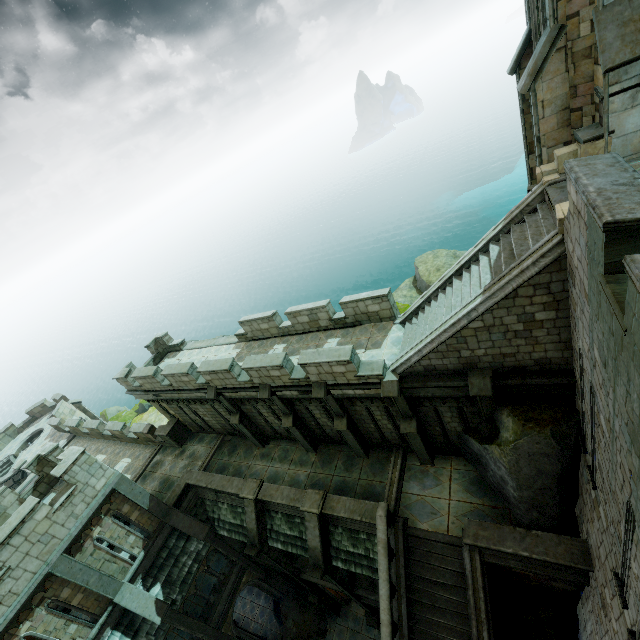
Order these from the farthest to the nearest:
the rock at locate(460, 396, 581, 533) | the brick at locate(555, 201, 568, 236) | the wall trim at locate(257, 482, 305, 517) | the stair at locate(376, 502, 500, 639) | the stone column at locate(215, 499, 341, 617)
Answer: the stone column at locate(215, 499, 341, 617)
the wall trim at locate(257, 482, 305, 517)
the stair at locate(376, 502, 500, 639)
the rock at locate(460, 396, 581, 533)
the brick at locate(555, 201, 568, 236)

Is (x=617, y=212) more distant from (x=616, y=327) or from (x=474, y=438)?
(x=474, y=438)

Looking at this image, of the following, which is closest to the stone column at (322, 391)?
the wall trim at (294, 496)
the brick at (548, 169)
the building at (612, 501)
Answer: the wall trim at (294, 496)

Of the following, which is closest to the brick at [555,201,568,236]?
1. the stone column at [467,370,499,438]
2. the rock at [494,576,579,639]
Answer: the stone column at [467,370,499,438]

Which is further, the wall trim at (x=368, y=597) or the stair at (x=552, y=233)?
the wall trim at (x=368, y=597)

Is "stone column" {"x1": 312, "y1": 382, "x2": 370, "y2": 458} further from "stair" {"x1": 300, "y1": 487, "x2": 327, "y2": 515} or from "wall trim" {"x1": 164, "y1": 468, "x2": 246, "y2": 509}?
"wall trim" {"x1": 164, "y1": 468, "x2": 246, "y2": 509}

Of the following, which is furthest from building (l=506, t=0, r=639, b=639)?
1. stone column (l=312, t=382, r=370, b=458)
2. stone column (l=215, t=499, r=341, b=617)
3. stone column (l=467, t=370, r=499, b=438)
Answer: Result: stone column (l=312, t=382, r=370, b=458)

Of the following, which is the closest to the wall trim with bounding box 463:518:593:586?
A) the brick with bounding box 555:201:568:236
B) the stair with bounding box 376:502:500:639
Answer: the stair with bounding box 376:502:500:639
